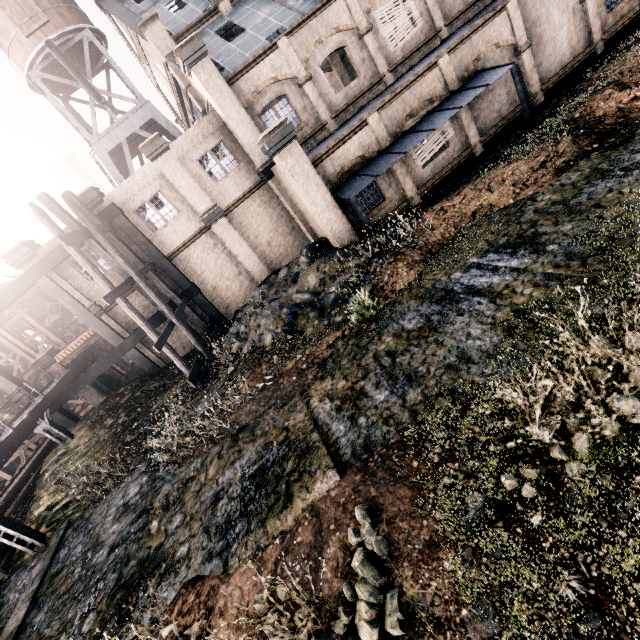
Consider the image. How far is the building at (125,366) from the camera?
24.2m

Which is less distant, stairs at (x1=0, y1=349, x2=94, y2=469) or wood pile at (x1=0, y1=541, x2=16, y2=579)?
wood pile at (x1=0, y1=541, x2=16, y2=579)

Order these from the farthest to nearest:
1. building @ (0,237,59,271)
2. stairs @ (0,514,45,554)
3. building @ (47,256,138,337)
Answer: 1. building @ (47,256,138,337)
2. building @ (0,237,59,271)
3. stairs @ (0,514,45,554)

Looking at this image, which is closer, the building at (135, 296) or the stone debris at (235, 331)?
the stone debris at (235, 331)

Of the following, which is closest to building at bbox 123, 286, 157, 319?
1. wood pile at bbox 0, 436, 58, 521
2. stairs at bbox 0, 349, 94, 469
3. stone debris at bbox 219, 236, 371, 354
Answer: stone debris at bbox 219, 236, 371, 354

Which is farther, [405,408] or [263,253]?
[263,253]

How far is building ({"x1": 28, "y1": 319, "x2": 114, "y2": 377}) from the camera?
22.1 meters
